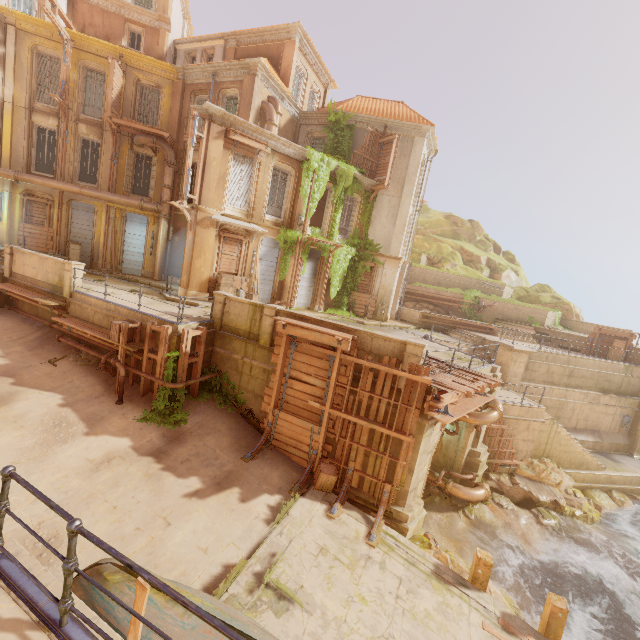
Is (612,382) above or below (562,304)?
below

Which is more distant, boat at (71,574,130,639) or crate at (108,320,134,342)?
crate at (108,320,134,342)

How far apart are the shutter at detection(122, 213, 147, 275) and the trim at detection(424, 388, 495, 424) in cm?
2012

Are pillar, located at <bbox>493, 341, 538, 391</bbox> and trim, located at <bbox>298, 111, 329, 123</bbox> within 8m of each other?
no

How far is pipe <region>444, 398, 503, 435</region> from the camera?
13.1 meters

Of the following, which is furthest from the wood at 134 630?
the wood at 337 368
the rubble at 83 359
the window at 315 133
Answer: the window at 315 133

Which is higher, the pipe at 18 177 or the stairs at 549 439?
the pipe at 18 177

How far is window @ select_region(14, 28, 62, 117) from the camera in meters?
17.6
